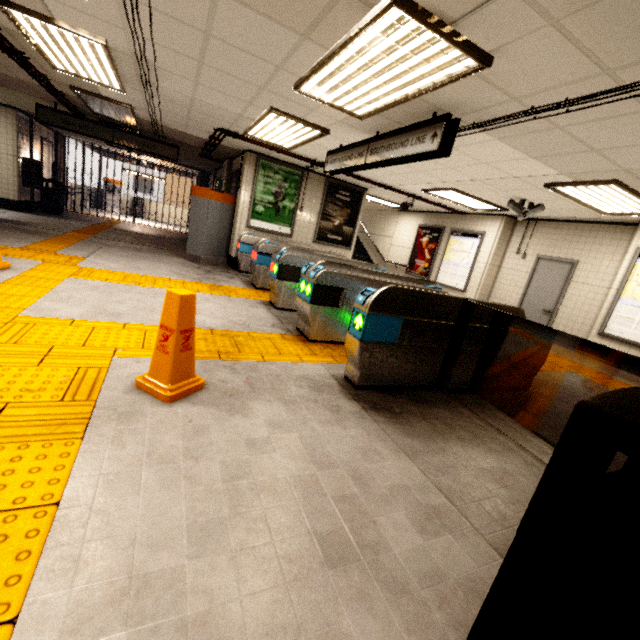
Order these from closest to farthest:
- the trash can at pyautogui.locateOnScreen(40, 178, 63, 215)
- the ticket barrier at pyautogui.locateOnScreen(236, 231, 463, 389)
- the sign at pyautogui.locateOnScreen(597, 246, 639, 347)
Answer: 1. the ticket barrier at pyautogui.locateOnScreen(236, 231, 463, 389)
2. the sign at pyautogui.locateOnScreen(597, 246, 639, 347)
3. the trash can at pyautogui.locateOnScreen(40, 178, 63, 215)

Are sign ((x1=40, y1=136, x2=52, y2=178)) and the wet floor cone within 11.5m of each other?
no

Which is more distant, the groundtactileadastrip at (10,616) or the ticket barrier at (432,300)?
the ticket barrier at (432,300)

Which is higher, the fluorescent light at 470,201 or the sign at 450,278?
the fluorescent light at 470,201

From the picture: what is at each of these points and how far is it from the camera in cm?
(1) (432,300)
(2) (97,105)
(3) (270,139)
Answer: (1) ticket barrier, 322
(2) fluorescent light, 678
(3) fluorescent light, 632

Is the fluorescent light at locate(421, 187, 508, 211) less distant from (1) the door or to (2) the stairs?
(1) the door

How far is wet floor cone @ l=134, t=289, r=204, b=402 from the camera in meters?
2.3 m

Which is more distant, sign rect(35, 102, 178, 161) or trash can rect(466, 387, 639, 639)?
sign rect(35, 102, 178, 161)
